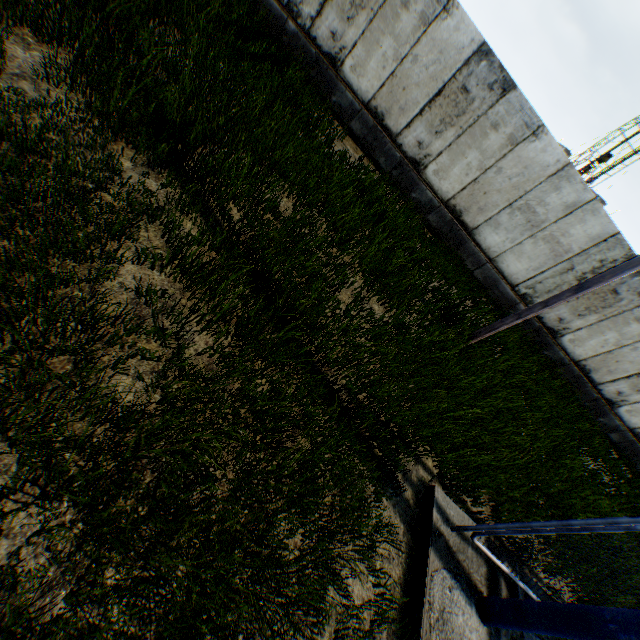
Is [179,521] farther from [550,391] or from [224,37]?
[550,391]

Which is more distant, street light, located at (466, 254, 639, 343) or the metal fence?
street light, located at (466, 254, 639, 343)

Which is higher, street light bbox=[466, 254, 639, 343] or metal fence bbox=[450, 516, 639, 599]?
street light bbox=[466, 254, 639, 343]

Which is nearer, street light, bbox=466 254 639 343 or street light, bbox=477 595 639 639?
street light, bbox=477 595 639 639

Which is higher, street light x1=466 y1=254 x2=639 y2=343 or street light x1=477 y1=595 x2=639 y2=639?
street light x1=466 y1=254 x2=639 y2=343

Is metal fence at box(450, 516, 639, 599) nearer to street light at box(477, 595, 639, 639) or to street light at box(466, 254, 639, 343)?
street light at box(477, 595, 639, 639)

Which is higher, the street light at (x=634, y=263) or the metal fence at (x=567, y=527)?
the street light at (x=634, y=263)

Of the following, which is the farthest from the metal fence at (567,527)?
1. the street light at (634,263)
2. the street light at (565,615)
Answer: the street light at (634,263)
